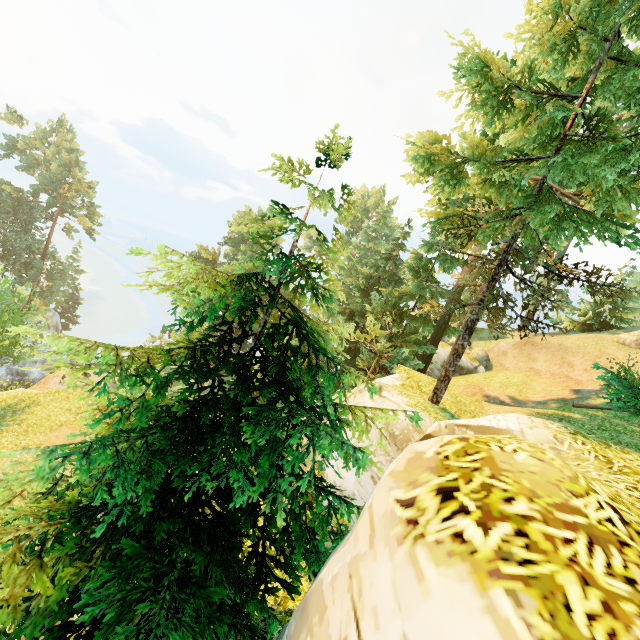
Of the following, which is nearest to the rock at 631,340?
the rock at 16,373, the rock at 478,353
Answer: the rock at 478,353

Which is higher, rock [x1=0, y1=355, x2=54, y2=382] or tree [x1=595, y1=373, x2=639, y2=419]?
tree [x1=595, y1=373, x2=639, y2=419]

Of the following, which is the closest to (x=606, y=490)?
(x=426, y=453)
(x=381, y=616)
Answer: (x=426, y=453)

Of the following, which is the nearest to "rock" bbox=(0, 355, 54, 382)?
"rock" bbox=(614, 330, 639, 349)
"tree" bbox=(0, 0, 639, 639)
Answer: "tree" bbox=(0, 0, 639, 639)

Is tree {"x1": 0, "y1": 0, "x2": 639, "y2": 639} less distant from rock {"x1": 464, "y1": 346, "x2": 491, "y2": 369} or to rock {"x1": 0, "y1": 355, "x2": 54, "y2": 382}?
rock {"x1": 0, "y1": 355, "x2": 54, "y2": 382}

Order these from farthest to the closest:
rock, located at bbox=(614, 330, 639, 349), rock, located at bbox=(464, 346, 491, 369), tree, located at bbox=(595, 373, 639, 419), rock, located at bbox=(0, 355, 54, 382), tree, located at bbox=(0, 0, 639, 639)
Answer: rock, located at bbox=(464, 346, 491, 369) → rock, located at bbox=(0, 355, 54, 382) → rock, located at bbox=(614, 330, 639, 349) → tree, located at bbox=(595, 373, 639, 419) → tree, located at bbox=(0, 0, 639, 639)

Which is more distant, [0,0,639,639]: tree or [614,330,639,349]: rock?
[614,330,639,349]: rock

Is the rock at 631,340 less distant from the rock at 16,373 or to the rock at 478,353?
the rock at 478,353
